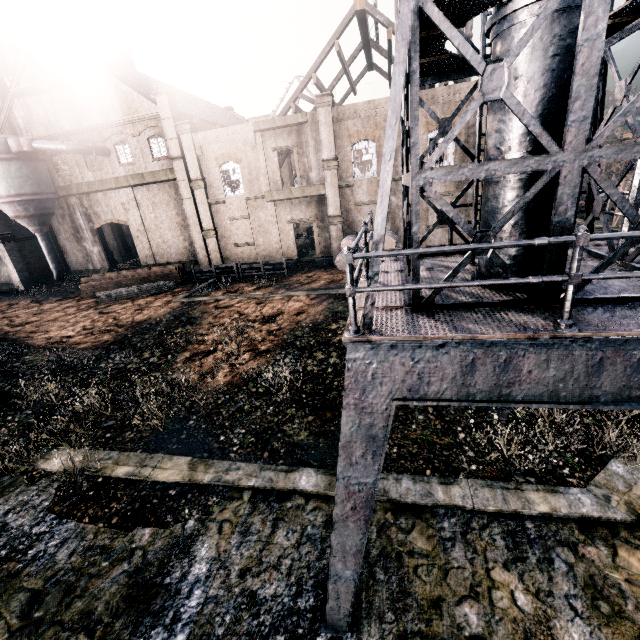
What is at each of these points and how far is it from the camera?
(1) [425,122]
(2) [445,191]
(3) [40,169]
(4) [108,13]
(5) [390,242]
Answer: (1) building, 24.7m
(2) building, 26.0m
(3) silo, 30.2m
(4) chimney, 41.6m
(5) wooden barrel, 26.0m

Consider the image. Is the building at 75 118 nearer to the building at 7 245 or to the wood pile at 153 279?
the building at 7 245

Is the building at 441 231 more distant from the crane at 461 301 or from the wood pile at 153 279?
the crane at 461 301

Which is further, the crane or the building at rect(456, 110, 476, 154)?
the building at rect(456, 110, 476, 154)

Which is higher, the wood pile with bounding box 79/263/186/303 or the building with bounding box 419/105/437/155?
the building with bounding box 419/105/437/155

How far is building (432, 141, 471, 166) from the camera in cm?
2498
